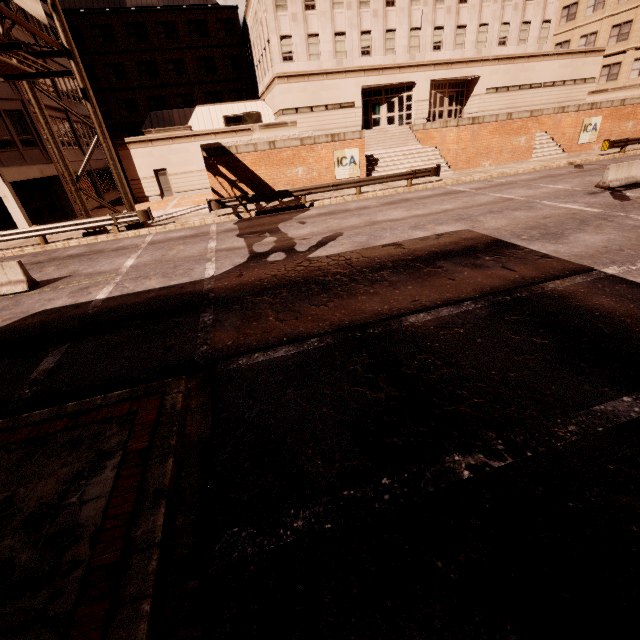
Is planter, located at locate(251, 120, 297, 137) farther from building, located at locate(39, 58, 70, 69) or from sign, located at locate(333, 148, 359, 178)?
building, located at locate(39, 58, 70, 69)

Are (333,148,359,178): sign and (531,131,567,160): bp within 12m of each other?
no

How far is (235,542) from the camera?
3.2 meters

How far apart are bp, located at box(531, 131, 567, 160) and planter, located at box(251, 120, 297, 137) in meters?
18.3 m

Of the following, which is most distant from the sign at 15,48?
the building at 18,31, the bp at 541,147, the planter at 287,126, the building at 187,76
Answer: the bp at 541,147

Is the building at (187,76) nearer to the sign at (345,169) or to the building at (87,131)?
the building at (87,131)

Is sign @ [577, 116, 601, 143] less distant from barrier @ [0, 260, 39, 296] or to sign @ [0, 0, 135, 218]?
sign @ [0, 0, 135, 218]

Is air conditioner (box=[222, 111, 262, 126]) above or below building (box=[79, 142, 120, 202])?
above
